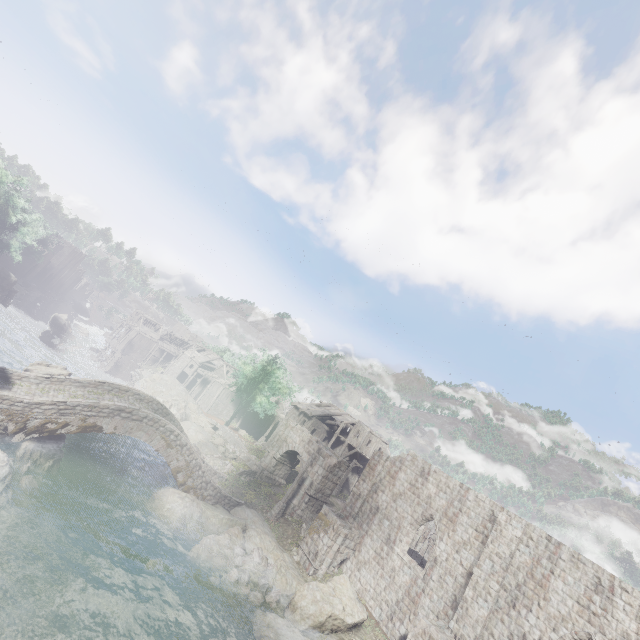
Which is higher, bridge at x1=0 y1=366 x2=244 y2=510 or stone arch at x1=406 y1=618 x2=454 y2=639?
stone arch at x1=406 y1=618 x2=454 y2=639

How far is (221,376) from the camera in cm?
5700

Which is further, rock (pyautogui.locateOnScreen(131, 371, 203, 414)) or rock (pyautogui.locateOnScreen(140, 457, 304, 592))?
rock (pyautogui.locateOnScreen(131, 371, 203, 414))

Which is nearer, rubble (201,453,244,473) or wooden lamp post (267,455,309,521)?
wooden lamp post (267,455,309,521)

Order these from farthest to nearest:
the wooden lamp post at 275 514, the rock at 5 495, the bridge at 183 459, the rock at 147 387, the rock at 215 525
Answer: the rock at 147 387
the wooden lamp post at 275 514
the rock at 215 525
the bridge at 183 459
the rock at 5 495

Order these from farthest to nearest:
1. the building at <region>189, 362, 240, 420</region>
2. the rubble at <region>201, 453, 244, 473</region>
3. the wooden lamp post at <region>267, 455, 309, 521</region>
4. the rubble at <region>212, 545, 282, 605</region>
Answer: the building at <region>189, 362, 240, 420</region>
the rubble at <region>201, 453, 244, 473</region>
the wooden lamp post at <region>267, 455, 309, 521</region>
the rubble at <region>212, 545, 282, 605</region>

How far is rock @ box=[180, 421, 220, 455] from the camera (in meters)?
31.98

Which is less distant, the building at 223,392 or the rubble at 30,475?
the rubble at 30,475
